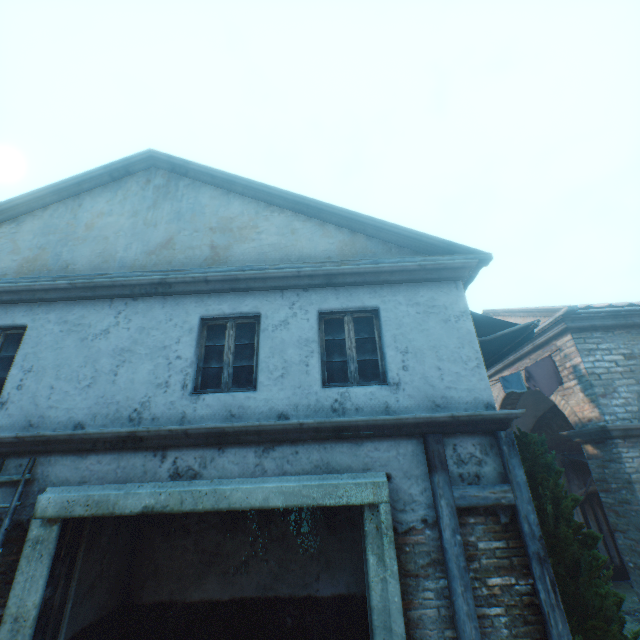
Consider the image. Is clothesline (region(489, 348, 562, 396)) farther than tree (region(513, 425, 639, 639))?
Yes

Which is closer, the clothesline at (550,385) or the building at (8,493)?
the building at (8,493)

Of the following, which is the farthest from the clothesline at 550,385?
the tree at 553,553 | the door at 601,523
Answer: the door at 601,523

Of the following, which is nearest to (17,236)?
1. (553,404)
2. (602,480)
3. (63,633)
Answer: (63,633)

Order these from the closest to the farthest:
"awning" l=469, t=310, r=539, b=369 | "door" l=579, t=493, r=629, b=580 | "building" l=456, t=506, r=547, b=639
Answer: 1. "building" l=456, t=506, r=547, b=639
2. "awning" l=469, t=310, r=539, b=369
3. "door" l=579, t=493, r=629, b=580

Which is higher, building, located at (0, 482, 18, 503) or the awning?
the awning

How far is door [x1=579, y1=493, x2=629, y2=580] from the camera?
9.9 meters

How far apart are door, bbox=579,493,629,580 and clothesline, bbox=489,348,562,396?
6.2 meters
